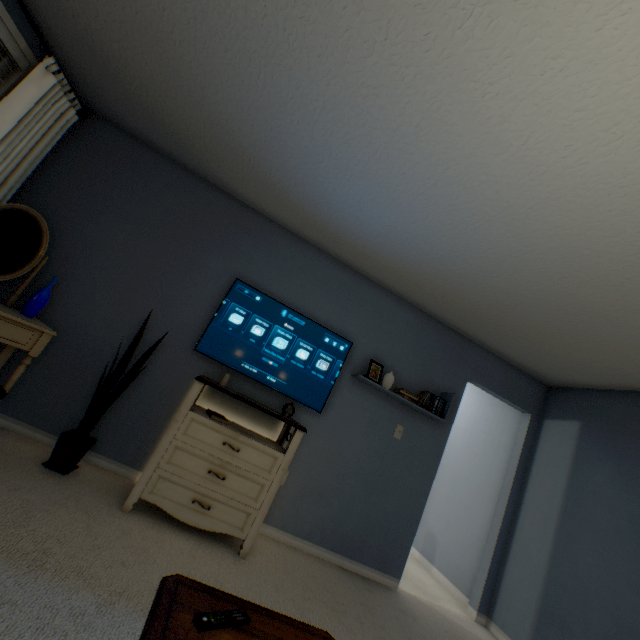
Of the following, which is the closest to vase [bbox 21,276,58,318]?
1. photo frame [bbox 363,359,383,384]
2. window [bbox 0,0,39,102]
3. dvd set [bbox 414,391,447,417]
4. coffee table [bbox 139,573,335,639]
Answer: window [bbox 0,0,39,102]

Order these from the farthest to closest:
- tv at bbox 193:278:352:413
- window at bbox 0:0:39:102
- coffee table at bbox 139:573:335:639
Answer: tv at bbox 193:278:352:413, window at bbox 0:0:39:102, coffee table at bbox 139:573:335:639

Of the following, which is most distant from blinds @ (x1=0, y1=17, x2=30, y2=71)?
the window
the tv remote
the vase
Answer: the tv remote

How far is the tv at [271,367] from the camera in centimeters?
277cm

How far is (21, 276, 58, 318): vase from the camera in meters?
2.2

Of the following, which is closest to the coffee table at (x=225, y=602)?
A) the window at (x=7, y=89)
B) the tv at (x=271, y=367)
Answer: the tv at (x=271, y=367)

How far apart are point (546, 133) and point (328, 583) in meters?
3.1 m

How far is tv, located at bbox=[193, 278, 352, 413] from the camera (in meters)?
2.77
